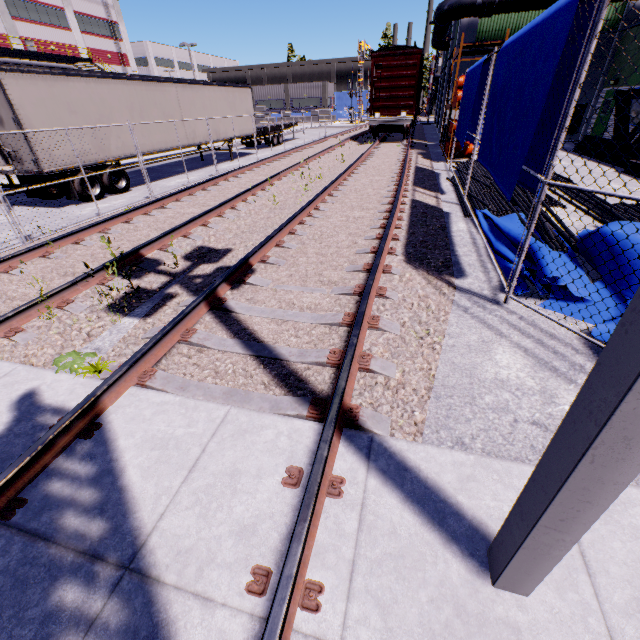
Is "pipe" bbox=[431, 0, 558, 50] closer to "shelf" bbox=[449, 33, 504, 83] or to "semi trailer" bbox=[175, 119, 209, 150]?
"semi trailer" bbox=[175, 119, 209, 150]

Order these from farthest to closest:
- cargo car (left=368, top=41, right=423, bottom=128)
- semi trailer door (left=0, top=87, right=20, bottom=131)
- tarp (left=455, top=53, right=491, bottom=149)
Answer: cargo car (left=368, top=41, right=423, bottom=128), semi trailer door (left=0, top=87, right=20, bottom=131), tarp (left=455, top=53, right=491, bottom=149)

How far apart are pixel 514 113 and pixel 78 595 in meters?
6.5

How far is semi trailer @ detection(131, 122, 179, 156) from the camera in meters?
13.5 m

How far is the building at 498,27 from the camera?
17.70m

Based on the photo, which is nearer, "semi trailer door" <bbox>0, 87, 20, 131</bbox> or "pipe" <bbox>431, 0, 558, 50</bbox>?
"semi trailer door" <bbox>0, 87, 20, 131</bbox>

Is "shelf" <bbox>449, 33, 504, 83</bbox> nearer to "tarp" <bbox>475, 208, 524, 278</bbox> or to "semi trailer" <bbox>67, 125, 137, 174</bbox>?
"semi trailer" <bbox>67, 125, 137, 174</bbox>

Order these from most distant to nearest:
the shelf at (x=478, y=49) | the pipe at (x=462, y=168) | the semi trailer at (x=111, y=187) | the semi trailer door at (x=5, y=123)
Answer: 1. the shelf at (x=478, y=49)
2. the semi trailer at (x=111, y=187)
3. the pipe at (x=462, y=168)
4. the semi trailer door at (x=5, y=123)
